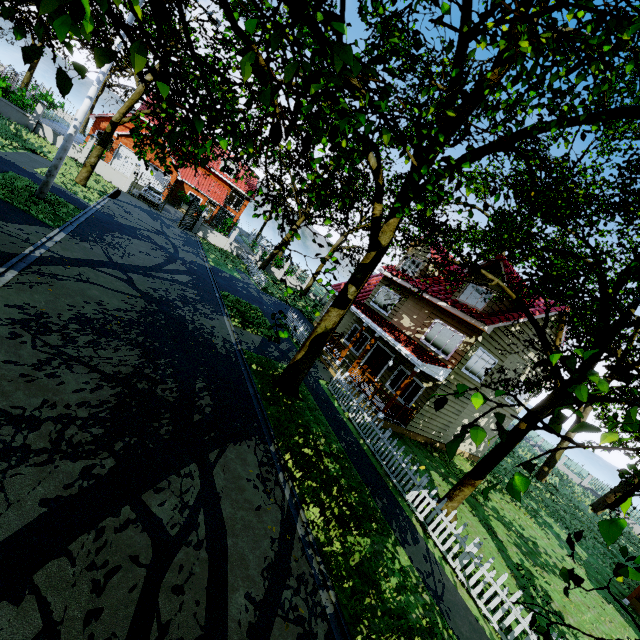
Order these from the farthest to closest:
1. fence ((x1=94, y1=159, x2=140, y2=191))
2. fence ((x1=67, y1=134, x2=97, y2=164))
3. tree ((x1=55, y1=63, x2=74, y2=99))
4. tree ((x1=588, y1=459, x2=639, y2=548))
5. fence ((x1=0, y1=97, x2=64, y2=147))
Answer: fence ((x1=94, y1=159, x2=140, y2=191))
fence ((x1=67, y1=134, x2=97, y2=164))
fence ((x1=0, y1=97, x2=64, y2=147))
tree ((x1=55, y1=63, x2=74, y2=99))
tree ((x1=588, y1=459, x2=639, y2=548))

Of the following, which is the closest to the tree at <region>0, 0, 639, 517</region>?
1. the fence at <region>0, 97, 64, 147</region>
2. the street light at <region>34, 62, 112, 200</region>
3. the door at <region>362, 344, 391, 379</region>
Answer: the fence at <region>0, 97, 64, 147</region>

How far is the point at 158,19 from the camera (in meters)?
1.71

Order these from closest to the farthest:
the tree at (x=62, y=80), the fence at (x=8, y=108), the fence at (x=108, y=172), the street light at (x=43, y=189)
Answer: the tree at (x=62, y=80)
the street light at (x=43, y=189)
the fence at (x=8, y=108)
the fence at (x=108, y=172)

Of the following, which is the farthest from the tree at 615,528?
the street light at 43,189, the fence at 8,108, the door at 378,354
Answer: the door at 378,354

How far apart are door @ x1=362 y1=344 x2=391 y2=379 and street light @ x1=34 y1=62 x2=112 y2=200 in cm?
1638

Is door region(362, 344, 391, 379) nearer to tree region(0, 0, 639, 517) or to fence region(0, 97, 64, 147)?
tree region(0, 0, 639, 517)
